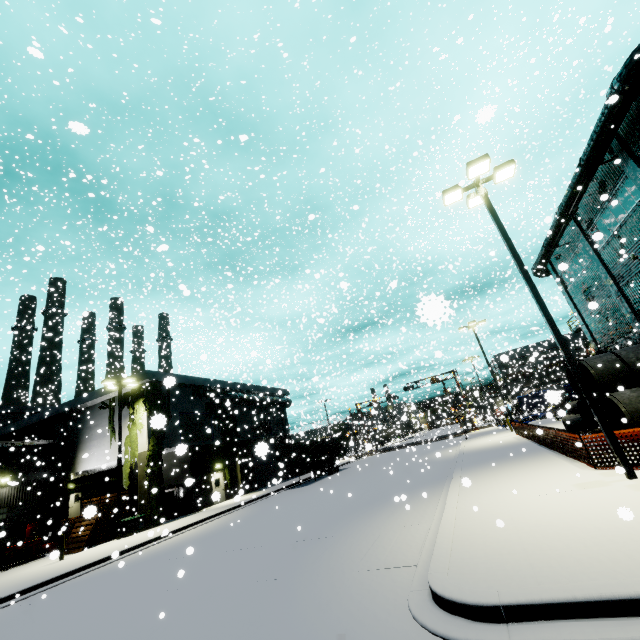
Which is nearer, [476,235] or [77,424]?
[77,424]

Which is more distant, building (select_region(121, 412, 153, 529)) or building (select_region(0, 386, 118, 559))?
building (select_region(0, 386, 118, 559))

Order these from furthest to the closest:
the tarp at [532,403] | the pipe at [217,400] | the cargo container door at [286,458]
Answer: the pipe at [217,400] → the cargo container door at [286,458] → the tarp at [532,403]

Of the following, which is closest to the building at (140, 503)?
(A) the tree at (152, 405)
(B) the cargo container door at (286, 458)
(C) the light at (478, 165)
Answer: (A) the tree at (152, 405)

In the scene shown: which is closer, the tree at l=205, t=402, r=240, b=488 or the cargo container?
the cargo container

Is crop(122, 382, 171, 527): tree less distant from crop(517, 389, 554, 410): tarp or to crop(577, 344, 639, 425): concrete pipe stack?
crop(577, 344, 639, 425): concrete pipe stack

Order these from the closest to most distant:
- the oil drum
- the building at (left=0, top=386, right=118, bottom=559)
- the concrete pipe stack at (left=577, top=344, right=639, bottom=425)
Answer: the concrete pipe stack at (left=577, top=344, right=639, bottom=425), the oil drum, the building at (left=0, top=386, right=118, bottom=559)

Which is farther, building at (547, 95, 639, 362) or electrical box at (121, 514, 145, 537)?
electrical box at (121, 514, 145, 537)
